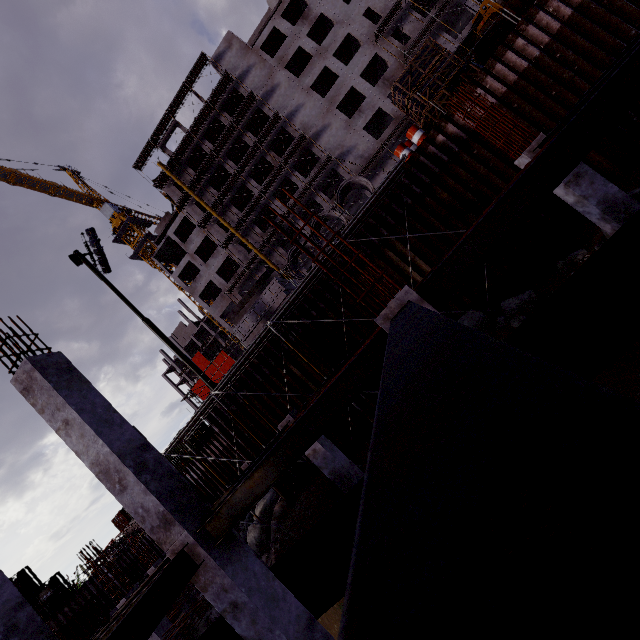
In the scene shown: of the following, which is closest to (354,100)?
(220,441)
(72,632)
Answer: (220,441)

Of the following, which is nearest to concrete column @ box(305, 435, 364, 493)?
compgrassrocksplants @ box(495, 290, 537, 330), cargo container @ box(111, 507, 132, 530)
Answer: compgrassrocksplants @ box(495, 290, 537, 330)

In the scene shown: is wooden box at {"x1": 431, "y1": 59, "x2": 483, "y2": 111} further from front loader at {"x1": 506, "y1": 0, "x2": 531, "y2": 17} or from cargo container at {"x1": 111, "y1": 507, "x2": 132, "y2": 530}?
cargo container at {"x1": 111, "y1": 507, "x2": 132, "y2": 530}

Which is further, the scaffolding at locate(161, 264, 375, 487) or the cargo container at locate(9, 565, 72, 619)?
the cargo container at locate(9, 565, 72, 619)

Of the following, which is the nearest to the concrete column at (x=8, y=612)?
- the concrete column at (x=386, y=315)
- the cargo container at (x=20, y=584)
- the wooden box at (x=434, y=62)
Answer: the concrete column at (x=386, y=315)

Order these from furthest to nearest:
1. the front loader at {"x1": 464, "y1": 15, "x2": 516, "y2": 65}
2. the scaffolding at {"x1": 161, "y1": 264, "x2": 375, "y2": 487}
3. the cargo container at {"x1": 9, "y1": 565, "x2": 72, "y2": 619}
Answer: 1. the cargo container at {"x1": 9, "y1": 565, "x2": 72, "y2": 619}
2. the front loader at {"x1": 464, "y1": 15, "x2": 516, "y2": 65}
3. the scaffolding at {"x1": 161, "y1": 264, "x2": 375, "y2": 487}

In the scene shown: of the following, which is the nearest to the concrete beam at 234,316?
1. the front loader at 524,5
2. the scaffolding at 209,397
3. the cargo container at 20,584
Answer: the scaffolding at 209,397

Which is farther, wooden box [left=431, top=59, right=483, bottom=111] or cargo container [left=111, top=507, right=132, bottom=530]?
cargo container [left=111, top=507, right=132, bottom=530]
